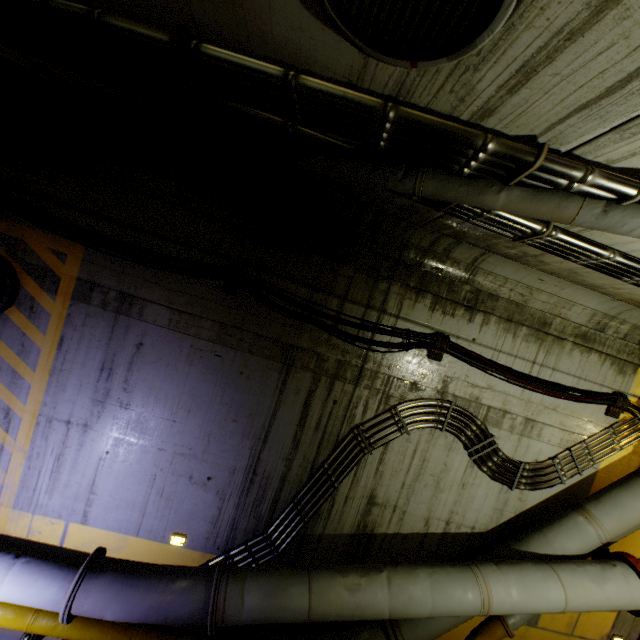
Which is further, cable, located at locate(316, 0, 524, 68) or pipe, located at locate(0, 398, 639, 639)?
pipe, located at locate(0, 398, 639, 639)

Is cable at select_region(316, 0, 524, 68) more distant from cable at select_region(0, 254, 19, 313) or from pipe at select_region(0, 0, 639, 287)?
cable at select_region(0, 254, 19, 313)

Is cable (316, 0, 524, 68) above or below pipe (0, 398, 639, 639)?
above

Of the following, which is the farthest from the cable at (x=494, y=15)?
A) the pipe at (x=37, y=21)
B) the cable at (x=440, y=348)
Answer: the cable at (x=440, y=348)

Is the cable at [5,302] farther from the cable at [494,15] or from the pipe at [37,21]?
the cable at [494,15]

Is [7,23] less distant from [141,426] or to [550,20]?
[550,20]

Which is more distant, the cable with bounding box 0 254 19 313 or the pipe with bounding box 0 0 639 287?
the cable with bounding box 0 254 19 313
